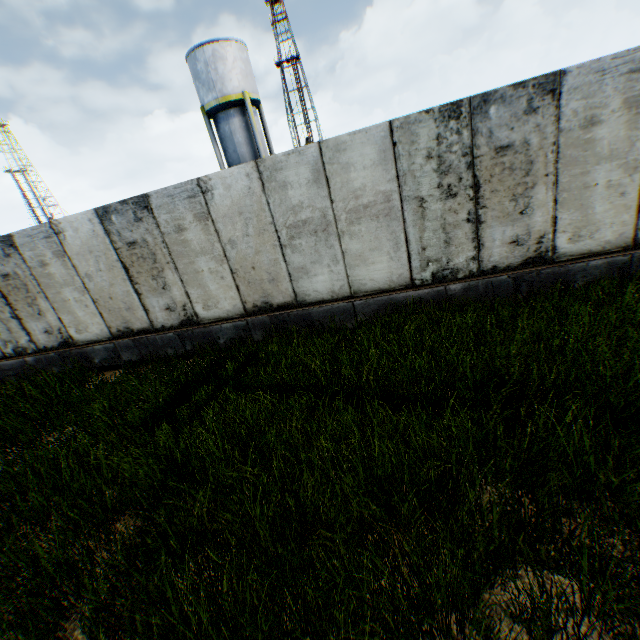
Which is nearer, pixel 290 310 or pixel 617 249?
pixel 617 249

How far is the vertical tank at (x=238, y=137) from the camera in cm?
2008

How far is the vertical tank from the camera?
20.08m
